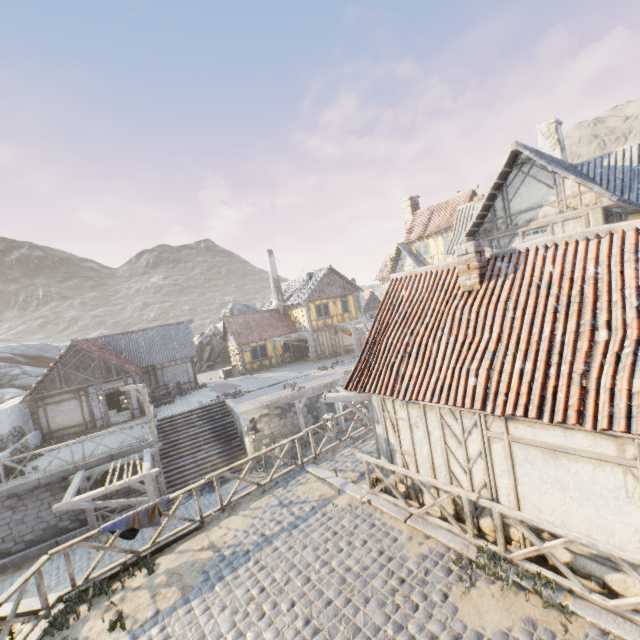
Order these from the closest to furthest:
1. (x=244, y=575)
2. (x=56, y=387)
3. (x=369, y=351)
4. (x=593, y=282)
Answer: (x=593, y=282) < (x=244, y=575) < (x=369, y=351) < (x=56, y=387)

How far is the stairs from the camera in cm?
1804

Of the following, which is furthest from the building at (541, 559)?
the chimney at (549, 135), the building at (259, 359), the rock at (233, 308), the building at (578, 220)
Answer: the building at (259, 359)

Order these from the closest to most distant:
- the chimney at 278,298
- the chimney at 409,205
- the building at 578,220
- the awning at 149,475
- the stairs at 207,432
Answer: the building at 578,220
the awning at 149,475
the stairs at 207,432
the chimney at 409,205
the chimney at 278,298

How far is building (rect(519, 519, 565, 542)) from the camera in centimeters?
566cm

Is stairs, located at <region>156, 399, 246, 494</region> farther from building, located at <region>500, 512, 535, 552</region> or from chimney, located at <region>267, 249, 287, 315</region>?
chimney, located at <region>267, 249, 287, 315</region>

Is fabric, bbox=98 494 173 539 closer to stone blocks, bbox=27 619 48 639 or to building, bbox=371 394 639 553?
stone blocks, bbox=27 619 48 639

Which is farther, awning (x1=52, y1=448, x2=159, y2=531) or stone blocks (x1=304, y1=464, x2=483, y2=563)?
awning (x1=52, y1=448, x2=159, y2=531)
